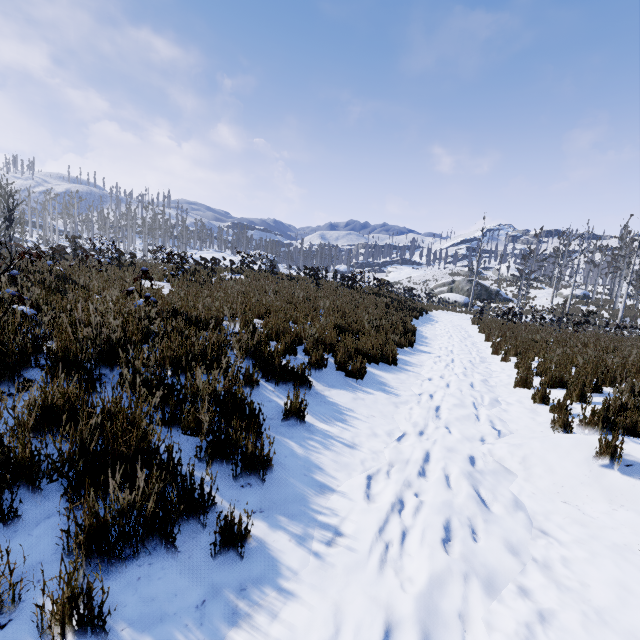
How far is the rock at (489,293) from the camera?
42.7 meters

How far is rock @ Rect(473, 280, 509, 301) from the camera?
42.7 meters

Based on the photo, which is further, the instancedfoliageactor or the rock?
the rock

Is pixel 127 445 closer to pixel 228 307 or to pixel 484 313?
pixel 228 307

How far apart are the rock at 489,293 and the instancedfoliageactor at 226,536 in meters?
45.9 m

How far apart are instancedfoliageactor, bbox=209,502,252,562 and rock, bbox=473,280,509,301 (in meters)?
45.89

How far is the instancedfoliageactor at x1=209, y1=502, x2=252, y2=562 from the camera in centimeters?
193cm

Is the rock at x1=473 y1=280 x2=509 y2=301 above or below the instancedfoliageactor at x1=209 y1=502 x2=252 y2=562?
above
